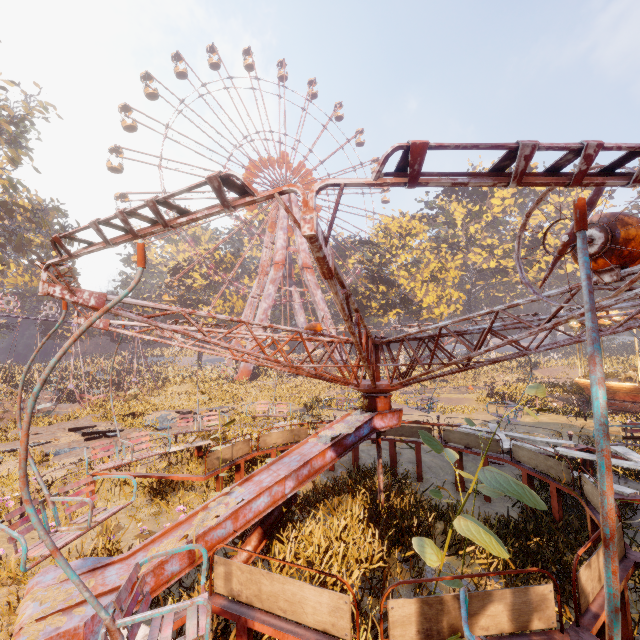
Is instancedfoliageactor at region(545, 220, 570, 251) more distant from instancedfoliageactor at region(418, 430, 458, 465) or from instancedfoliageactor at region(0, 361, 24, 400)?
instancedfoliageactor at region(0, 361, 24, 400)

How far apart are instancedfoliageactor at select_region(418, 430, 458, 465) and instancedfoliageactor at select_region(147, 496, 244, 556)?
2.2m

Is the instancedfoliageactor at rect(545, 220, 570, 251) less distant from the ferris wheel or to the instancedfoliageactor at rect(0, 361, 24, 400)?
the ferris wheel

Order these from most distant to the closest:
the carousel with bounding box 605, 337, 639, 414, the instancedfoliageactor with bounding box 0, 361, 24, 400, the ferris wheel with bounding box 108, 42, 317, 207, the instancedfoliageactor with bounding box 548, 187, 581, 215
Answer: the instancedfoliageactor with bounding box 548, 187, 581, 215 < the ferris wheel with bounding box 108, 42, 317, 207 < the instancedfoliageactor with bounding box 0, 361, 24, 400 < the carousel with bounding box 605, 337, 639, 414

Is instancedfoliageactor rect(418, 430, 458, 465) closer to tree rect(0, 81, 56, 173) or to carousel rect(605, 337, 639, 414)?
carousel rect(605, 337, 639, 414)

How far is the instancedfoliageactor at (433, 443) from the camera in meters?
3.3 m

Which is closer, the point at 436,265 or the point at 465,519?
the point at 465,519

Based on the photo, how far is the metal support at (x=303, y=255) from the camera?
40.9m
